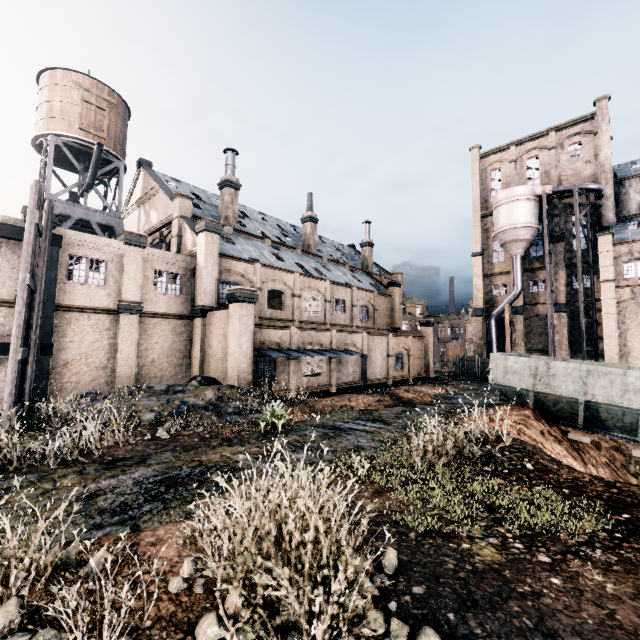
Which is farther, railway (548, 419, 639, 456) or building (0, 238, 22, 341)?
building (0, 238, 22, 341)

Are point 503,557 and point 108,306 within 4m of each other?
no

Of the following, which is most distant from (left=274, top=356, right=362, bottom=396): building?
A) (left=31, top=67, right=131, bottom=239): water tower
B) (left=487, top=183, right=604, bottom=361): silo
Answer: (left=31, top=67, right=131, bottom=239): water tower

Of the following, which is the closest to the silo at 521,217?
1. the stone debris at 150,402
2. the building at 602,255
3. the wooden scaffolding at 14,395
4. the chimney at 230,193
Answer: the building at 602,255

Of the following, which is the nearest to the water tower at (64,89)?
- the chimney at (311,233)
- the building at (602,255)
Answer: the building at (602,255)

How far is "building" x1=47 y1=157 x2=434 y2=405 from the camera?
19.2 meters

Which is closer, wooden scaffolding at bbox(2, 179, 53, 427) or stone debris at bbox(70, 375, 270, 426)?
wooden scaffolding at bbox(2, 179, 53, 427)
